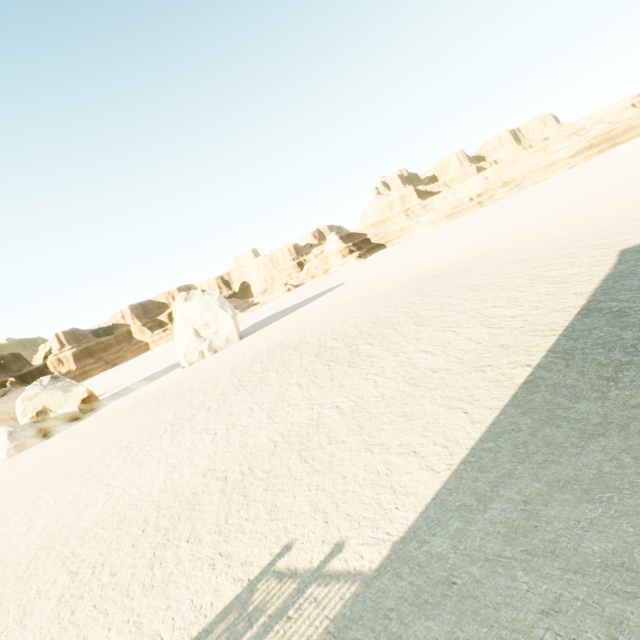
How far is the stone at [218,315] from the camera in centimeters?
3275cm

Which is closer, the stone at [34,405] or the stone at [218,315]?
the stone at [34,405]

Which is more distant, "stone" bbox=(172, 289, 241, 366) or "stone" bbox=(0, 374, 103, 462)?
"stone" bbox=(172, 289, 241, 366)

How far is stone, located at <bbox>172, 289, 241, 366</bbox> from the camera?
32.8 meters

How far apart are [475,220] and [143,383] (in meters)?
53.91
